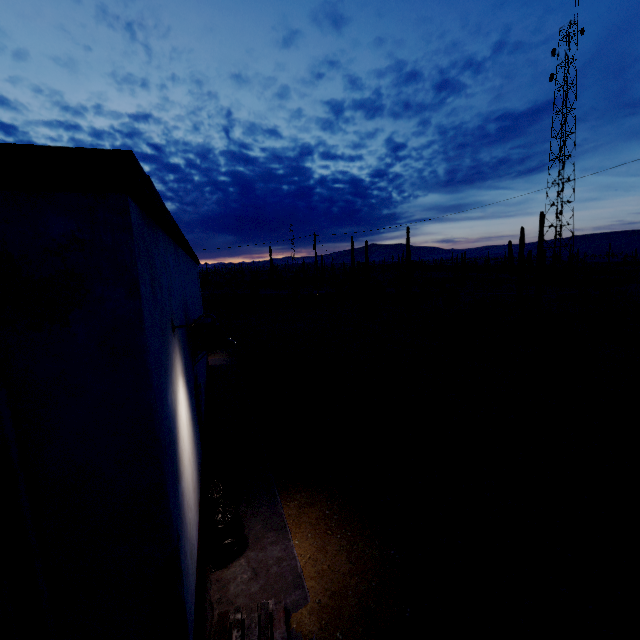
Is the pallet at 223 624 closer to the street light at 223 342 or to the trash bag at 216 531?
the trash bag at 216 531

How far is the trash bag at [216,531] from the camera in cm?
469

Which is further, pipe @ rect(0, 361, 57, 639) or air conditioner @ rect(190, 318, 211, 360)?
air conditioner @ rect(190, 318, 211, 360)

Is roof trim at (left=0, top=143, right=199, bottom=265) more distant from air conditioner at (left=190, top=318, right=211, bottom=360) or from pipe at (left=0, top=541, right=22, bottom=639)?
air conditioner at (left=190, top=318, right=211, bottom=360)

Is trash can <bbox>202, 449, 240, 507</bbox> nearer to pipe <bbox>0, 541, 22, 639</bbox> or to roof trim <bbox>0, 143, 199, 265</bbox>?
pipe <bbox>0, 541, 22, 639</bbox>

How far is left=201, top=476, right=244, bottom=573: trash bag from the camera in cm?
469

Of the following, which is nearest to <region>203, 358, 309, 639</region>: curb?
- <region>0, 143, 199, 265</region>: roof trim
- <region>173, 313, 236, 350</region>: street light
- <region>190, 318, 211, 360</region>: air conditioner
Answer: <region>190, 318, 211, 360</region>: air conditioner

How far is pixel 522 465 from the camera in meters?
6.6
